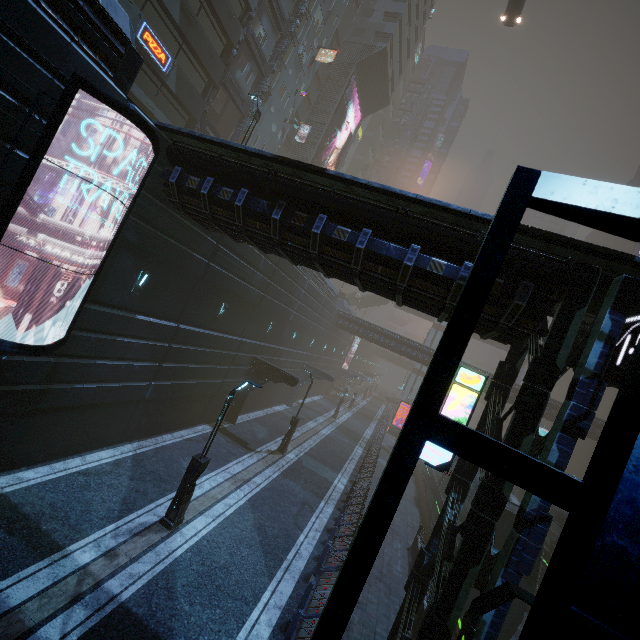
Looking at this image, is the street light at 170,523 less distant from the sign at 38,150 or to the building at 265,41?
the building at 265,41

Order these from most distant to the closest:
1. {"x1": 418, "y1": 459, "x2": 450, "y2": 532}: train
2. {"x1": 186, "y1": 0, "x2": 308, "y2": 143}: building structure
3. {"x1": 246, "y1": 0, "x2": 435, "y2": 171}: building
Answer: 1. {"x1": 246, "y1": 0, "x2": 435, "y2": 171}: building
2. {"x1": 186, "y1": 0, "x2": 308, "y2": 143}: building structure
3. {"x1": 418, "y1": 459, "x2": 450, "y2": 532}: train

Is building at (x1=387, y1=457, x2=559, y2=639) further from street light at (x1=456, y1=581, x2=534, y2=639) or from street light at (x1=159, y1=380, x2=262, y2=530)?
street light at (x1=159, y1=380, x2=262, y2=530)

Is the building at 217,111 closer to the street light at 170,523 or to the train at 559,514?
the train at 559,514

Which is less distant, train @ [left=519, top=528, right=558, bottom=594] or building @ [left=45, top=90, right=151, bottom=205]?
building @ [left=45, top=90, right=151, bottom=205]

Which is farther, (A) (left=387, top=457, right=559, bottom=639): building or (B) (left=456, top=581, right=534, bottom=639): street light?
(A) (left=387, top=457, right=559, bottom=639): building

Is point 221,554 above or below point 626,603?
below

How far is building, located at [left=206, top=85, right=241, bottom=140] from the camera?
28.4m
